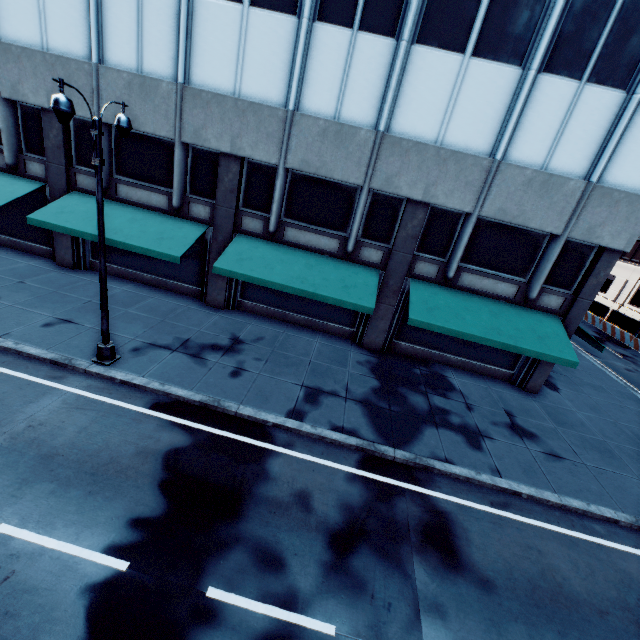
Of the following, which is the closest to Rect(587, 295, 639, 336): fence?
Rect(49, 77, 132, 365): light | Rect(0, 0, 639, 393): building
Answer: Rect(0, 0, 639, 393): building

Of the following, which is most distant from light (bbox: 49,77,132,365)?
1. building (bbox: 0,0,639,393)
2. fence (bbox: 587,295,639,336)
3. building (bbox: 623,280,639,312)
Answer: building (bbox: 623,280,639,312)

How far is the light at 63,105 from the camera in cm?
686

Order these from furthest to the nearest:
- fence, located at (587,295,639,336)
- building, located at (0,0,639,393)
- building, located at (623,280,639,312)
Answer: building, located at (623,280,639,312), fence, located at (587,295,639,336), building, located at (0,0,639,393)

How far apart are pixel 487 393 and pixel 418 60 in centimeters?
1341cm

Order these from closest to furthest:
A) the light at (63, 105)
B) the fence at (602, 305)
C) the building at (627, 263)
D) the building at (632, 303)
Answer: the light at (63, 105) → the building at (627, 263) → the fence at (602, 305) → the building at (632, 303)

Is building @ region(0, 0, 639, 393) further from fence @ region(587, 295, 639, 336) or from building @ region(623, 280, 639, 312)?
building @ region(623, 280, 639, 312)
